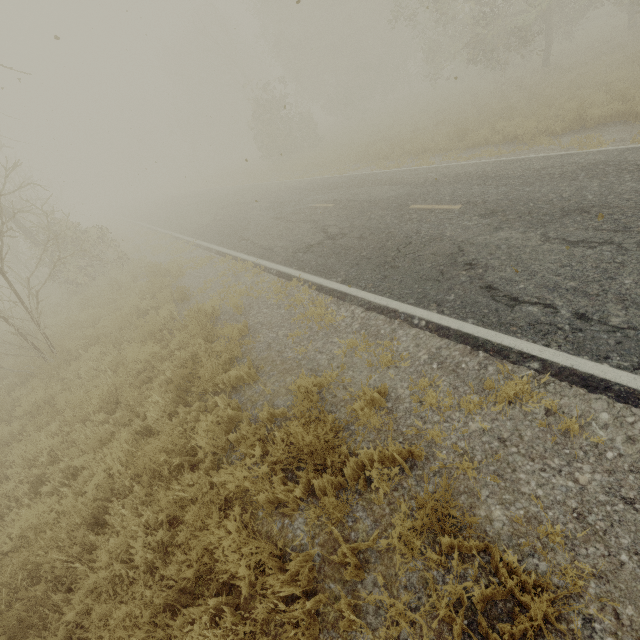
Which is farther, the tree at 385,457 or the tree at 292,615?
the tree at 385,457

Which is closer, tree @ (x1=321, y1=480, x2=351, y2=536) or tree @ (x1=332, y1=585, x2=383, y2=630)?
tree @ (x1=332, y1=585, x2=383, y2=630)

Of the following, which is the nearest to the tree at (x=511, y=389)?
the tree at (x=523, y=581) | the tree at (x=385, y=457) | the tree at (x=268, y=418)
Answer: the tree at (x=268, y=418)

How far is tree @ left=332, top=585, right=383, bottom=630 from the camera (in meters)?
2.43

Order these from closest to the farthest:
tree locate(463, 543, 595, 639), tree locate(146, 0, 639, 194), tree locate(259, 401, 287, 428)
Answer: tree locate(463, 543, 595, 639)
tree locate(259, 401, 287, 428)
tree locate(146, 0, 639, 194)

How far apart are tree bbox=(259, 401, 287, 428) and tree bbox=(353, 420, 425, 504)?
1.46m

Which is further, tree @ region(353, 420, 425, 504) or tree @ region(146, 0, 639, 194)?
tree @ region(146, 0, 639, 194)

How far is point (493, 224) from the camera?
6.5m
